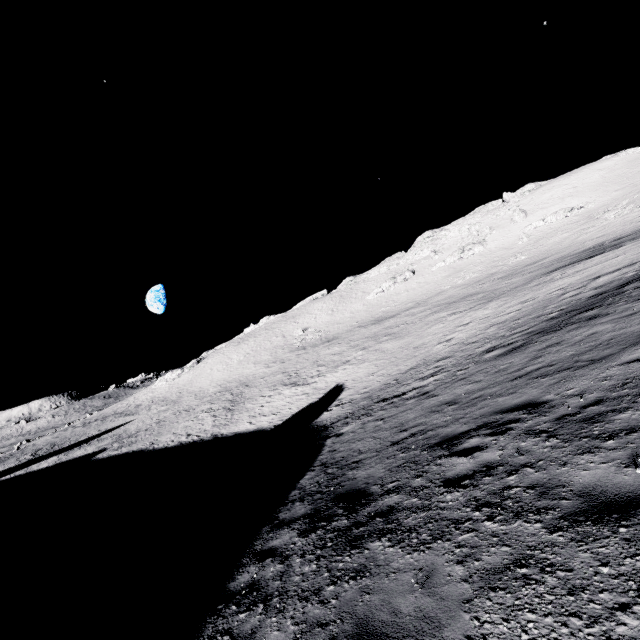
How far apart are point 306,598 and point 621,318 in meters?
11.9
